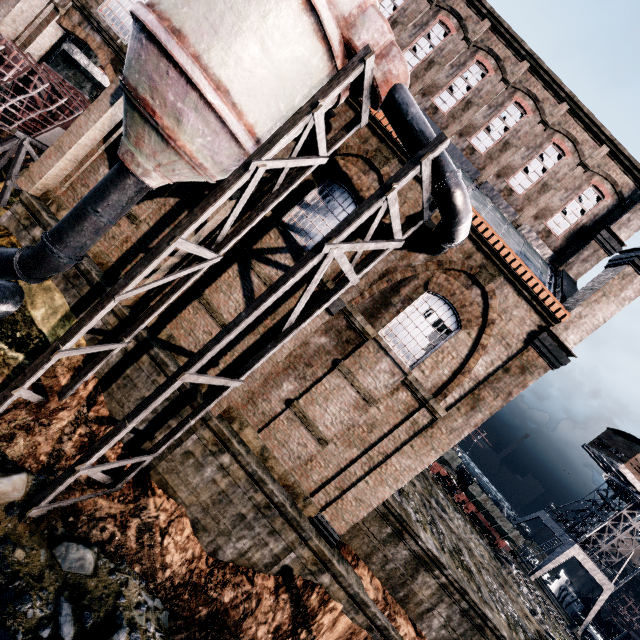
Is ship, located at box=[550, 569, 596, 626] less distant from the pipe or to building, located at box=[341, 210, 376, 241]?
building, located at box=[341, 210, 376, 241]

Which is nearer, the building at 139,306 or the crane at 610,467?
the building at 139,306

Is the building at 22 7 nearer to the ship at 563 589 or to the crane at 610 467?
the crane at 610 467

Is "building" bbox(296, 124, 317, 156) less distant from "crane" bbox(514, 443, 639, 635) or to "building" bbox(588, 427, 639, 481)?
"building" bbox(588, 427, 639, 481)

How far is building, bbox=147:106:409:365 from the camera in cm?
Result: 1242

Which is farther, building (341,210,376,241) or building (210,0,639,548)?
building (341,210,376,241)

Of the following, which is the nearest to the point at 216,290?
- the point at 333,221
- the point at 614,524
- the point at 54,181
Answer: the point at 333,221
